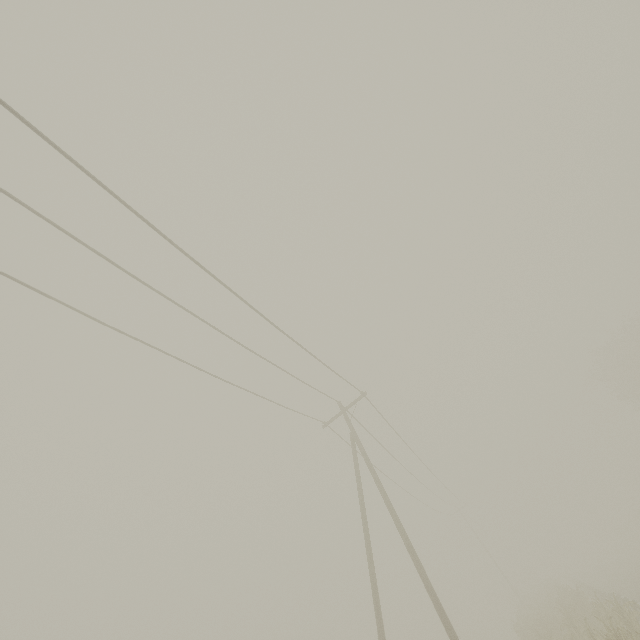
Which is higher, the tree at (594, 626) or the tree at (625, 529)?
the tree at (625, 529)

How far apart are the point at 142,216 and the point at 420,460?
23.1 meters

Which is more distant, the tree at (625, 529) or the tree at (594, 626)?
the tree at (625, 529)

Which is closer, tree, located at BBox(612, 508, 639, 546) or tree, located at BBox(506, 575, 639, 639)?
tree, located at BBox(506, 575, 639, 639)

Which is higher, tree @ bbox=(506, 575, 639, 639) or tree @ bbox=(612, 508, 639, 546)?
tree @ bbox=(612, 508, 639, 546)
